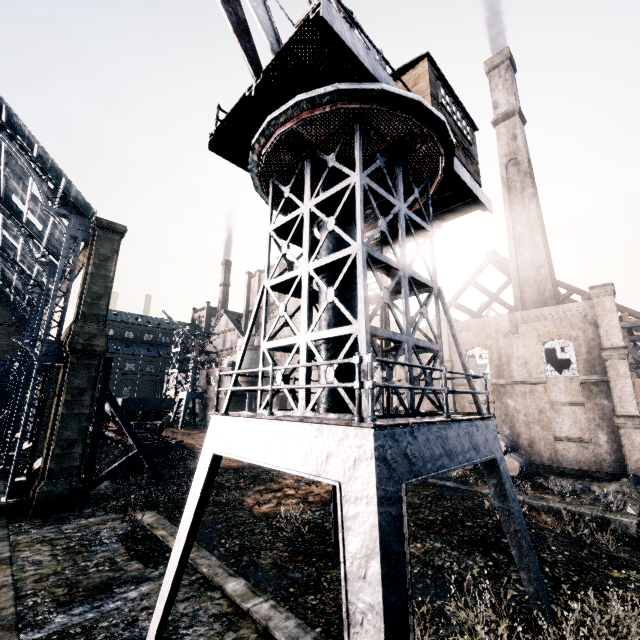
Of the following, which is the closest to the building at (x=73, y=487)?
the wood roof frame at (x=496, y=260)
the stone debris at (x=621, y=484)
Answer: the wood roof frame at (x=496, y=260)

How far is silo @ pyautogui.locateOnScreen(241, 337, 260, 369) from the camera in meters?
47.4 m

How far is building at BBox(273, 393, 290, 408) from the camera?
48.1 meters

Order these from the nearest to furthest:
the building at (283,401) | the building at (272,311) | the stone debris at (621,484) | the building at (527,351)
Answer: the stone debris at (621,484)
the building at (527,351)
the building at (283,401)
the building at (272,311)

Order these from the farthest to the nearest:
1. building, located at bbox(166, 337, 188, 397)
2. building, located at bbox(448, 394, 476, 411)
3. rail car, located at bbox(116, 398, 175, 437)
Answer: building, located at bbox(166, 337, 188, 397) → rail car, located at bbox(116, 398, 175, 437) → building, located at bbox(448, 394, 476, 411)

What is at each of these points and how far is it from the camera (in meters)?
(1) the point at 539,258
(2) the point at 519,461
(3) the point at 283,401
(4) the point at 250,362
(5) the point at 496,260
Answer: (1) chimney, 29.67
(2) wooden barrel, 23.02
(3) building, 52.91
(4) silo, 47.47
(5) wood roof frame, 37.56

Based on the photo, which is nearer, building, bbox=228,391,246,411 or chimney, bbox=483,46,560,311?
chimney, bbox=483,46,560,311
